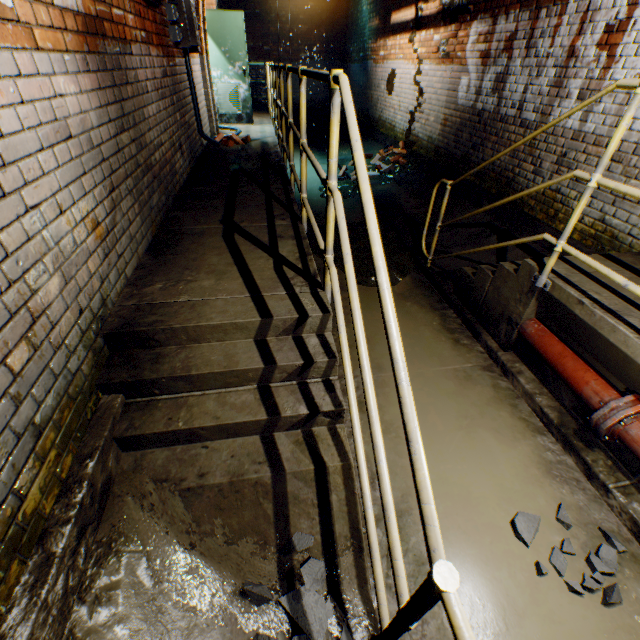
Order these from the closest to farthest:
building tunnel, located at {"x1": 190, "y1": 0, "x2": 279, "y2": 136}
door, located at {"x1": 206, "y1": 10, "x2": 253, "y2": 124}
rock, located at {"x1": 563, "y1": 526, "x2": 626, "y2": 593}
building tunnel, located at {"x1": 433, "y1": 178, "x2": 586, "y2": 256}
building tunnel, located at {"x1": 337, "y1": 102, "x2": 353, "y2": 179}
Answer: rock, located at {"x1": 563, "y1": 526, "x2": 626, "y2": 593} → building tunnel, located at {"x1": 433, "y1": 178, "x2": 586, "y2": 256} → building tunnel, located at {"x1": 190, "y1": 0, "x2": 279, "y2": 136} → door, located at {"x1": 206, "y1": 10, "x2": 253, "y2": 124} → building tunnel, located at {"x1": 337, "y1": 102, "x2": 353, "y2": 179}

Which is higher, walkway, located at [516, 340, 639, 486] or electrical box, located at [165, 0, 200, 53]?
electrical box, located at [165, 0, 200, 53]

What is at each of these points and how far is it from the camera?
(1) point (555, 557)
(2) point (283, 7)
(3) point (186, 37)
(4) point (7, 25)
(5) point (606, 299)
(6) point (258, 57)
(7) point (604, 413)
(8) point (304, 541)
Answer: (1) rock, 1.9 meters
(2) building tunnel, 12.0 meters
(3) electrical box, 4.2 meters
(4) building tunnel, 1.3 meters
(5) walkway, 2.3 meters
(6) building tunnel, 12.8 meters
(7) pipe end, 2.1 meters
(8) rock, 1.7 meters

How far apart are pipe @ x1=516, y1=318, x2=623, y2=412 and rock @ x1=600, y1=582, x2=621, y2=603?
0.8 meters

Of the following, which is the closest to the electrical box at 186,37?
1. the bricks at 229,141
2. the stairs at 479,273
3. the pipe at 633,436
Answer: the bricks at 229,141

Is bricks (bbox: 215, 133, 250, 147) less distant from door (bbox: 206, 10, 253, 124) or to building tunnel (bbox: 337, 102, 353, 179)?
building tunnel (bbox: 337, 102, 353, 179)

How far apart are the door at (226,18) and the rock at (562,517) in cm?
929

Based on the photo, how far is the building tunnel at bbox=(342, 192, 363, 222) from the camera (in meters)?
5.99
